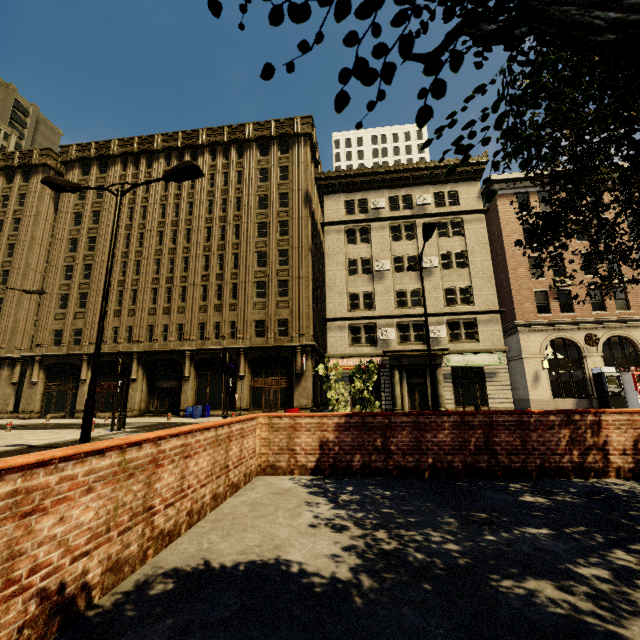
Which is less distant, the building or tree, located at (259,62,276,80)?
tree, located at (259,62,276,80)

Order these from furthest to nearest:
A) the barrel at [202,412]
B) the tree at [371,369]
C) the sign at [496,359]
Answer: the barrel at [202,412]
the sign at [496,359]
the tree at [371,369]

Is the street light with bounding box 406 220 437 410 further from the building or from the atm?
the atm

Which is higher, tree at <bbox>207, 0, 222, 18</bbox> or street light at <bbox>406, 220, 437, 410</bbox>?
street light at <bbox>406, 220, 437, 410</bbox>

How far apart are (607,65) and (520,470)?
6.8 meters

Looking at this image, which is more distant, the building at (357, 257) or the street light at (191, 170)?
the building at (357, 257)

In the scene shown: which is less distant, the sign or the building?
the sign

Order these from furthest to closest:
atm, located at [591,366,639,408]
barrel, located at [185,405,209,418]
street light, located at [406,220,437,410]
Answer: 1. barrel, located at [185,405,209,418]
2. atm, located at [591,366,639,408]
3. street light, located at [406,220,437,410]
